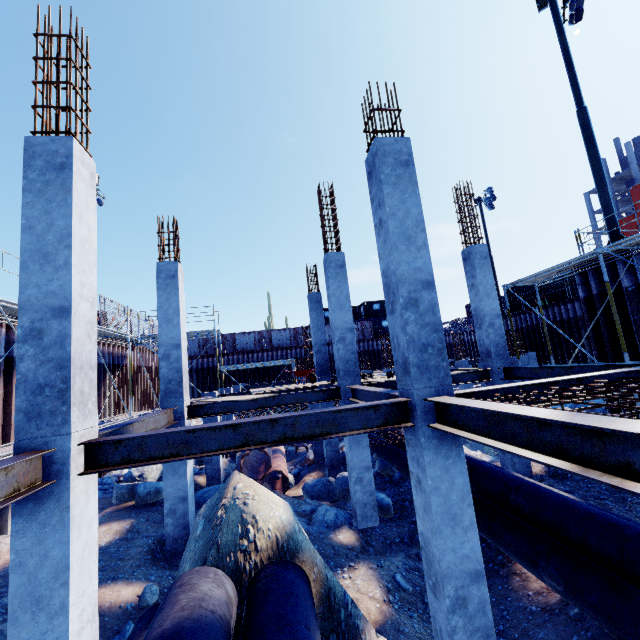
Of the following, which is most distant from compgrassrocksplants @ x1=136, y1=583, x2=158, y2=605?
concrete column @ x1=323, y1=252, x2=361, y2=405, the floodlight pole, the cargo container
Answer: the cargo container

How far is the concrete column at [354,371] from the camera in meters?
9.5

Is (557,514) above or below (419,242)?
below

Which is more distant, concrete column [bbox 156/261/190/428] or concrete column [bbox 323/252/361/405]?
concrete column [bbox 323/252/361/405]

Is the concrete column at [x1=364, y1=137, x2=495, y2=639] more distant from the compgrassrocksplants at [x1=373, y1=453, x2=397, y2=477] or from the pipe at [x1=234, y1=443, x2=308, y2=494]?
the pipe at [x1=234, y1=443, x2=308, y2=494]

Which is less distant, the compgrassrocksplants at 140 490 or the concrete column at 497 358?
the concrete column at 497 358

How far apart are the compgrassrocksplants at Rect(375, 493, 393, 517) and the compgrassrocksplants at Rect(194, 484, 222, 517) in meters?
4.3

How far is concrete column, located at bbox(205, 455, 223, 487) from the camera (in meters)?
13.00
